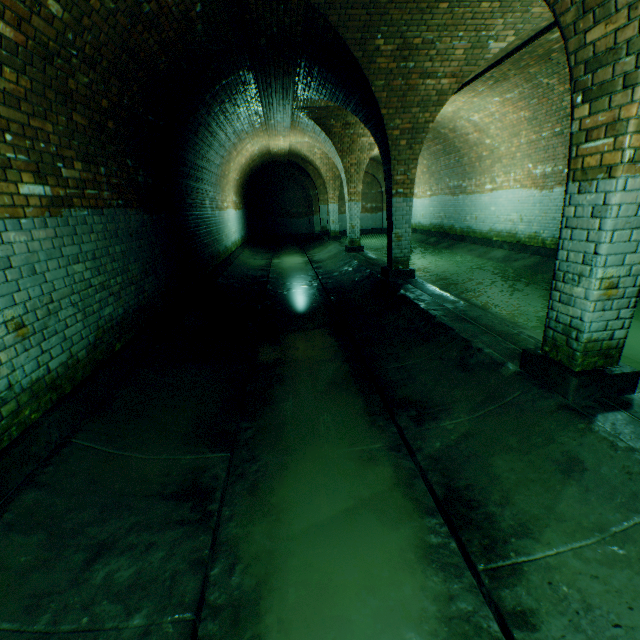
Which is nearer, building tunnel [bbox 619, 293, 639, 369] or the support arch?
the support arch

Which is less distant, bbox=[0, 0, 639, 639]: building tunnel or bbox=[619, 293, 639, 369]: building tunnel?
bbox=[0, 0, 639, 639]: building tunnel

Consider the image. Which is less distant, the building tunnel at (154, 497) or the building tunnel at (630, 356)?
the building tunnel at (154, 497)

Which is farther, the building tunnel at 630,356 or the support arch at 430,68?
the building tunnel at 630,356

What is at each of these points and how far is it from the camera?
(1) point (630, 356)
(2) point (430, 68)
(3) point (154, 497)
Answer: (1) building tunnel, 4.4 meters
(2) support arch, 5.5 meters
(3) building tunnel, 2.5 meters

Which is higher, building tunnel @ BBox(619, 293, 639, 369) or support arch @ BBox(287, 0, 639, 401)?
support arch @ BBox(287, 0, 639, 401)
